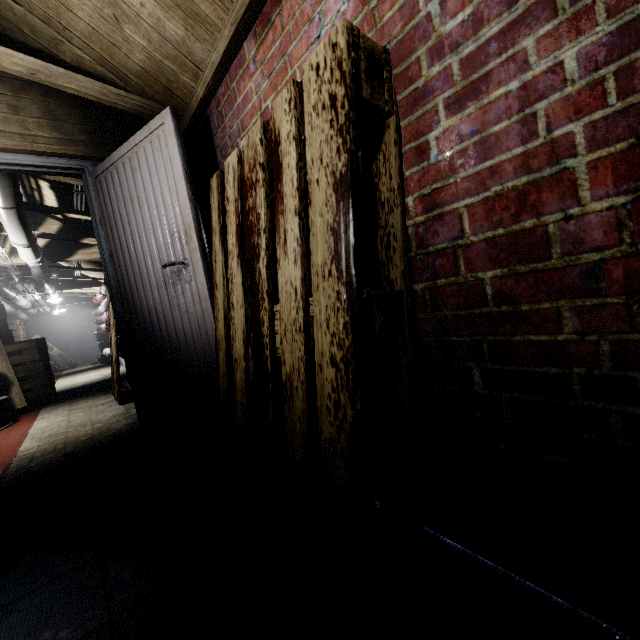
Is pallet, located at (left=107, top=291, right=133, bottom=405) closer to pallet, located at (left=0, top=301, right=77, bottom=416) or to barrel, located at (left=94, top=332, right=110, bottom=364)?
pallet, located at (left=0, top=301, right=77, bottom=416)

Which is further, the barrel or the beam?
the barrel

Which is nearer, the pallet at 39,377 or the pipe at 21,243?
the pipe at 21,243

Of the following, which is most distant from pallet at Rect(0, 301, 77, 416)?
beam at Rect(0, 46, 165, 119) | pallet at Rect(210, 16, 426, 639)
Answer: pallet at Rect(210, 16, 426, 639)

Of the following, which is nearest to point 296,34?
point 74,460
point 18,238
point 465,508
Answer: point 465,508

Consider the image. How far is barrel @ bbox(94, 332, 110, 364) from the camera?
10.0 meters

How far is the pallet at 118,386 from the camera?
3.8m

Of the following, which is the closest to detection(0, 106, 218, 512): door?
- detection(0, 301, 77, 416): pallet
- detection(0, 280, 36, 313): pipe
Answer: detection(0, 280, 36, 313): pipe
